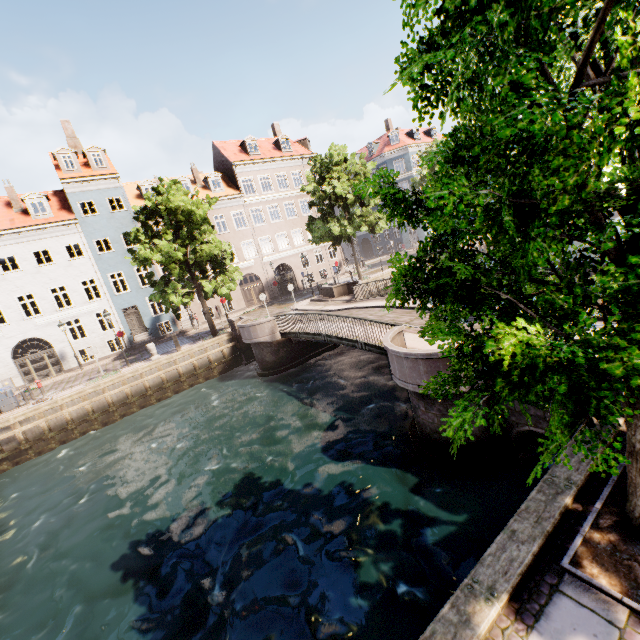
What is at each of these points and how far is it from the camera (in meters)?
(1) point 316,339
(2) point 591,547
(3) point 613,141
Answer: (1) bridge, 14.99
(2) tree planter, 3.63
(3) tree, 1.60

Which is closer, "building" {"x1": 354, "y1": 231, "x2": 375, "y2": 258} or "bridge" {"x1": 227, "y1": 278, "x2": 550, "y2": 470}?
"bridge" {"x1": 227, "y1": 278, "x2": 550, "y2": 470}

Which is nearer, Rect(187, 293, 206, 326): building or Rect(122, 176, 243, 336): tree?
Rect(122, 176, 243, 336): tree

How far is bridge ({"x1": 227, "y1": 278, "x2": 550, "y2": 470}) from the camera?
8.0 meters

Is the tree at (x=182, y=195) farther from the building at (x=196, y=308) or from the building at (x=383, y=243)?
the building at (x=383, y=243)

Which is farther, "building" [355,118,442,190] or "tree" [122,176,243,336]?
"building" [355,118,442,190]

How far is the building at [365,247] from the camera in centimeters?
5338cm
